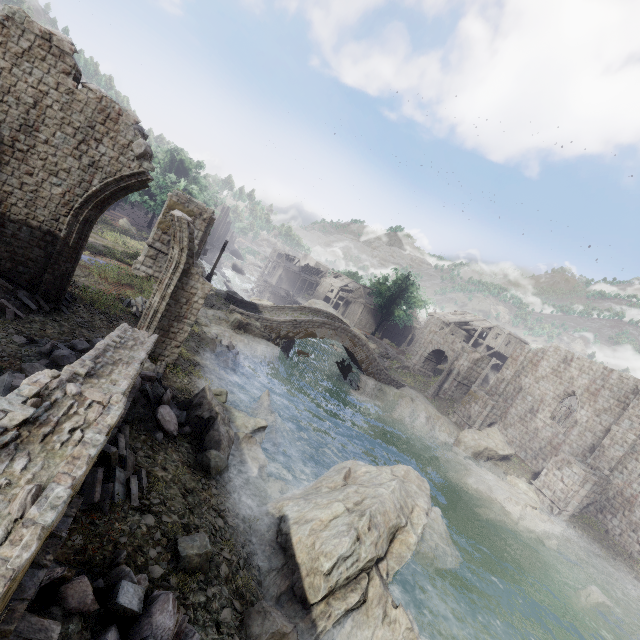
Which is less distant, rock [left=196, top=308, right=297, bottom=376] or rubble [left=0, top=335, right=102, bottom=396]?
rubble [left=0, top=335, right=102, bottom=396]

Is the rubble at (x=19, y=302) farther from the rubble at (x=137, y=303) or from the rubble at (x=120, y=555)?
the rubble at (x=137, y=303)

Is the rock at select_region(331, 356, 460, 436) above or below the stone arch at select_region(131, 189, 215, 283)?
below

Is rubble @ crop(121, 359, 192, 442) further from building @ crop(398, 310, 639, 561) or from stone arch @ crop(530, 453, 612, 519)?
stone arch @ crop(530, 453, 612, 519)

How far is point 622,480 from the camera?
20.8 meters

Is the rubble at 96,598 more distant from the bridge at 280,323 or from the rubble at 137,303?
the bridge at 280,323

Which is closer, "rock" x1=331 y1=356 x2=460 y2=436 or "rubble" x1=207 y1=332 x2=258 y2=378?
"rubble" x1=207 y1=332 x2=258 y2=378

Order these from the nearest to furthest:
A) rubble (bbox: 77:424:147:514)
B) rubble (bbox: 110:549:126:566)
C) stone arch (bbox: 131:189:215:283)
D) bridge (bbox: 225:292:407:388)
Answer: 1. rubble (bbox: 110:549:126:566)
2. rubble (bbox: 77:424:147:514)
3. stone arch (bbox: 131:189:215:283)
4. bridge (bbox: 225:292:407:388)
